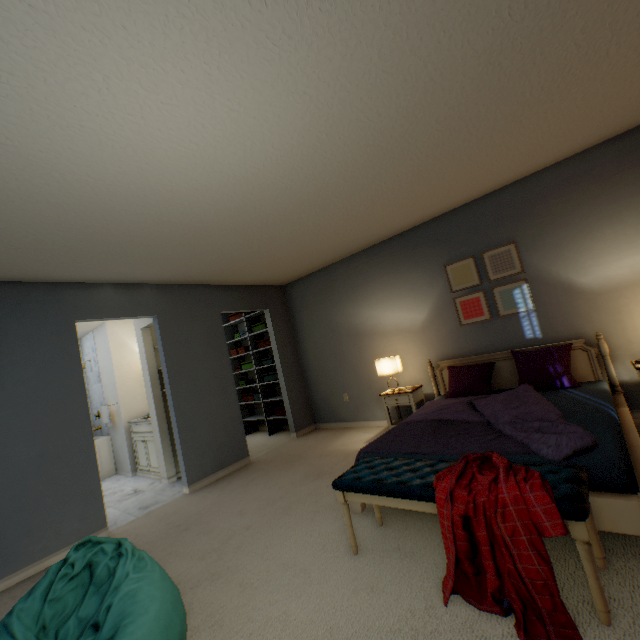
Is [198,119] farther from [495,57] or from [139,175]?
[495,57]

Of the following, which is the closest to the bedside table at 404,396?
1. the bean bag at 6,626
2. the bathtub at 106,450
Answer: the bean bag at 6,626

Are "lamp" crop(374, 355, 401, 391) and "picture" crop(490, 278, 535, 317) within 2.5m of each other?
yes

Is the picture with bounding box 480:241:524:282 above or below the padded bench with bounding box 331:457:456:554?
above

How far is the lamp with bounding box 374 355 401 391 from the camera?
4.0 meters

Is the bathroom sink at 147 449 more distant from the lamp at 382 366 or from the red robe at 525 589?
the red robe at 525 589

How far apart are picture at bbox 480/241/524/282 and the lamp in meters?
0.8 m

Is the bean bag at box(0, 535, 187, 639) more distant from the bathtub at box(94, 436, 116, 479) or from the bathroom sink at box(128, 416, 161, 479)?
the bathtub at box(94, 436, 116, 479)
